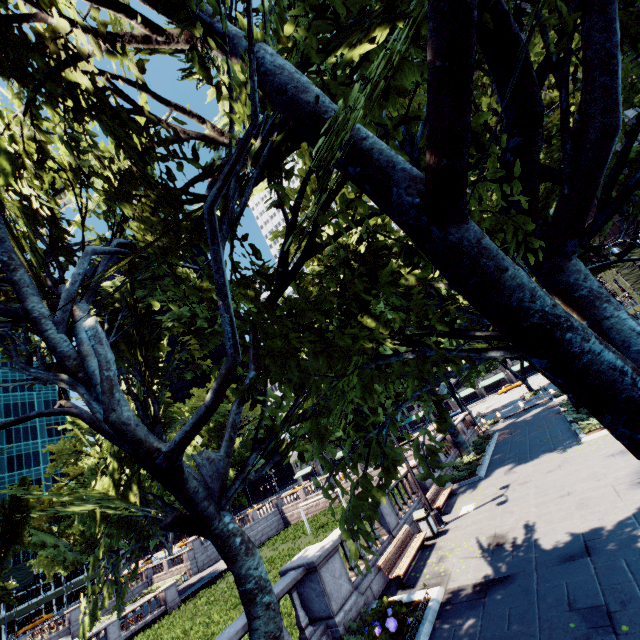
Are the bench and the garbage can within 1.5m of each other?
yes

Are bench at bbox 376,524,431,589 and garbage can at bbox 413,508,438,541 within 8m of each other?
yes

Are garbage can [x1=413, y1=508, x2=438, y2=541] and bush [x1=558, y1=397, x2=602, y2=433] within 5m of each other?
no

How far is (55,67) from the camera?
5.18m

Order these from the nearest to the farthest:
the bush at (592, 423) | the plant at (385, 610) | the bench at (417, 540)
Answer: the plant at (385, 610), the bench at (417, 540), the bush at (592, 423)

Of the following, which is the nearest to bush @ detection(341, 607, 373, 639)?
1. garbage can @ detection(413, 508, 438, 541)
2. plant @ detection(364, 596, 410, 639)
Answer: plant @ detection(364, 596, 410, 639)

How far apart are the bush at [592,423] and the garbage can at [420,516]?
10.4m

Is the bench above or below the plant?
above
